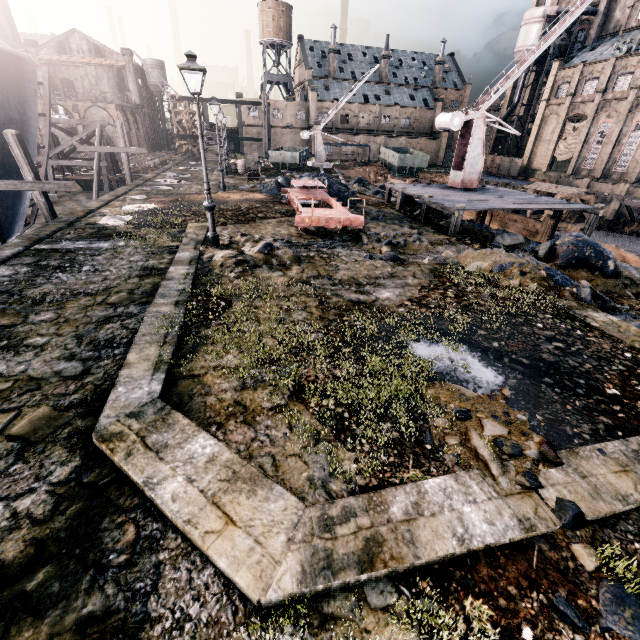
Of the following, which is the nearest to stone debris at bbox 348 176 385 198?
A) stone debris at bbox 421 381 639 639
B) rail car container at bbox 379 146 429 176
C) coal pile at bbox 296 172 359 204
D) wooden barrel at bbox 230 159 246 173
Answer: coal pile at bbox 296 172 359 204

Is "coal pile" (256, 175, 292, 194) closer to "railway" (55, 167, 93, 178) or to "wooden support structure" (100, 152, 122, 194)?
"wooden support structure" (100, 152, 122, 194)

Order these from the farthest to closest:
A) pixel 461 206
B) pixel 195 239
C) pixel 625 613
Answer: pixel 461 206
pixel 195 239
pixel 625 613

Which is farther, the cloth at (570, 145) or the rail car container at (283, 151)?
the cloth at (570, 145)

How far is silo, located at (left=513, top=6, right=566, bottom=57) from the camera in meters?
49.7

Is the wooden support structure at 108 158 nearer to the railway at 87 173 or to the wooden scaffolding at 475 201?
the railway at 87 173

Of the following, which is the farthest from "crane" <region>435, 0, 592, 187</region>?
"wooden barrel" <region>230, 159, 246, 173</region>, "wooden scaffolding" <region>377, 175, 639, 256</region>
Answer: "wooden barrel" <region>230, 159, 246, 173</region>

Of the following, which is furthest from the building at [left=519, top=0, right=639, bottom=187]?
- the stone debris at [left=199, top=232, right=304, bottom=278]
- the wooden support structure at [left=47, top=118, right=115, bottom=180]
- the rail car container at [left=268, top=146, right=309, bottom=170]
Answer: the stone debris at [left=199, top=232, right=304, bottom=278]
